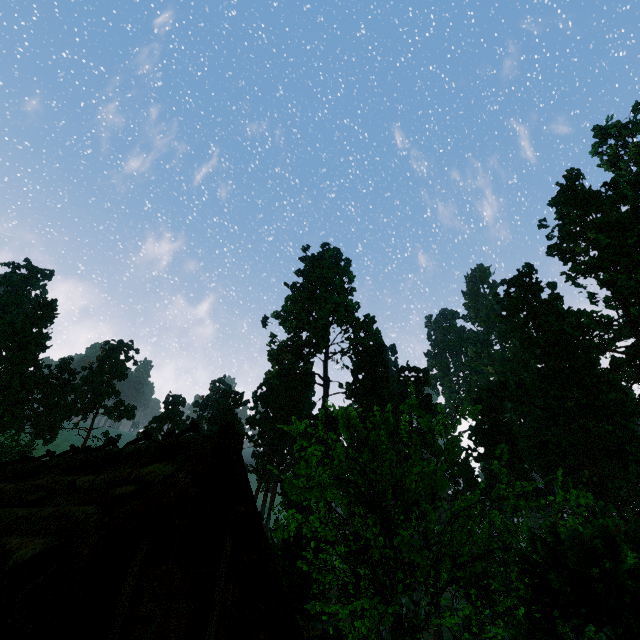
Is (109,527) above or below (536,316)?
below

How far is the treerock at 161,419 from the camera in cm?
5409

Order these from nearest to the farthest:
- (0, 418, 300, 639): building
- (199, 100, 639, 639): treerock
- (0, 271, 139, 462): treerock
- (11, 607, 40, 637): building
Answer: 1. (199, 100, 639, 639): treerock
2. (11, 607, 40, 637): building
3. (0, 418, 300, 639): building
4. (0, 271, 139, 462): treerock

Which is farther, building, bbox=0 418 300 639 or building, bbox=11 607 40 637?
building, bbox=0 418 300 639

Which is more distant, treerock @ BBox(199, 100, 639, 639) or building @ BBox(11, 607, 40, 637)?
building @ BBox(11, 607, 40, 637)

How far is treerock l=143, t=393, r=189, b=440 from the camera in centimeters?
5409cm

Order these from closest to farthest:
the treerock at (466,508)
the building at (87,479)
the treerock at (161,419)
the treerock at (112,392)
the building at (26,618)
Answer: the treerock at (466,508)
the building at (26,618)
the building at (87,479)
the treerock at (112,392)
the treerock at (161,419)
